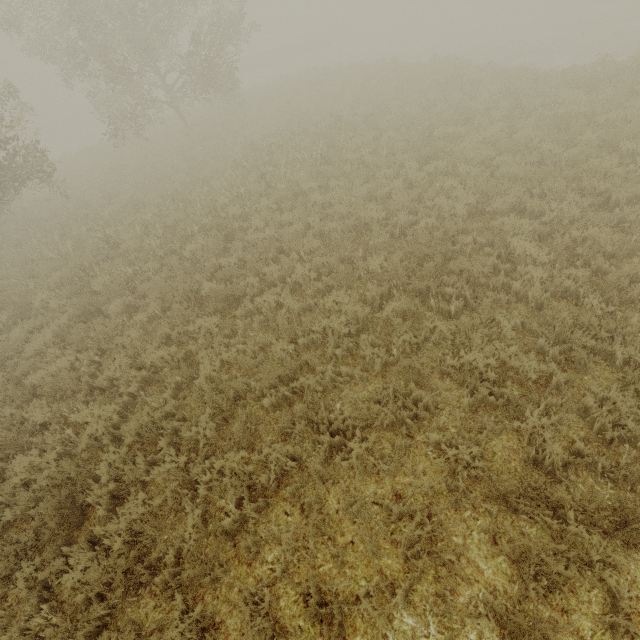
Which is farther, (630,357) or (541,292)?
(541,292)
